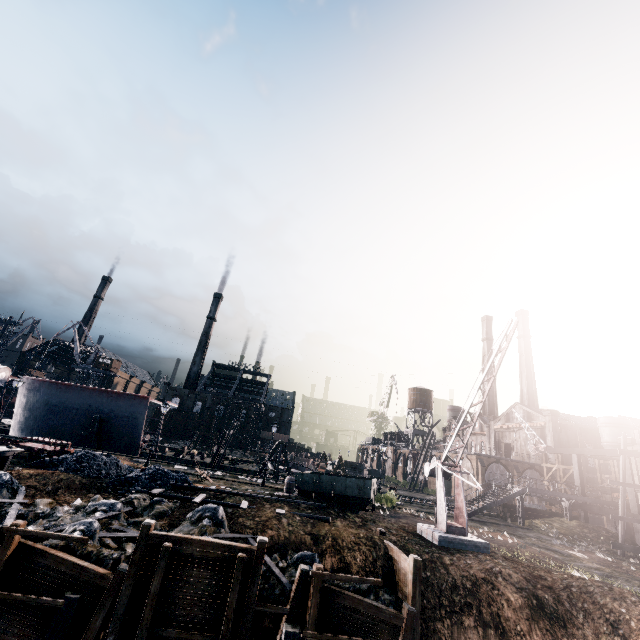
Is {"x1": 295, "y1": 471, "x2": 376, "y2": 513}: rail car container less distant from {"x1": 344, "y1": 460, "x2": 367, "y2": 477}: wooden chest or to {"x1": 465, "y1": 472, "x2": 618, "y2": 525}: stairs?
{"x1": 465, "y1": 472, "x2": 618, "y2": 525}: stairs

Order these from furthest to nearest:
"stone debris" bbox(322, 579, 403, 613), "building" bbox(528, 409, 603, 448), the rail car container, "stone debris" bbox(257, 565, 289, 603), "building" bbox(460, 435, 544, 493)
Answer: "building" bbox(528, 409, 603, 448) → "building" bbox(460, 435, 544, 493) → the rail car container → "stone debris" bbox(322, 579, 403, 613) → "stone debris" bbox(257, 565, 289, 603)

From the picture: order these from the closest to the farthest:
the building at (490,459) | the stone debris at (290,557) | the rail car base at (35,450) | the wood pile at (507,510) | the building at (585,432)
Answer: the stone debris at (290,557), the rail car base at (35,450), the wood pile at (507,510), the building at (490,459), the building at (585,432)

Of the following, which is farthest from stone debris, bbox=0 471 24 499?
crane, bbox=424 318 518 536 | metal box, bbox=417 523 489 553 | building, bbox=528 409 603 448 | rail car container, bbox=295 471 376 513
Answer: building, bbox=528 409 603 448

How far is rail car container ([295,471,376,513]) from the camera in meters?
22.4

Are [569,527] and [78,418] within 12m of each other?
no

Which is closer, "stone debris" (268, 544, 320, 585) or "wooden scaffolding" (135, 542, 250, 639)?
"wooden scaffolding" (135, 542, 250, 639)

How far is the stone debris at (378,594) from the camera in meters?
13.6 m
